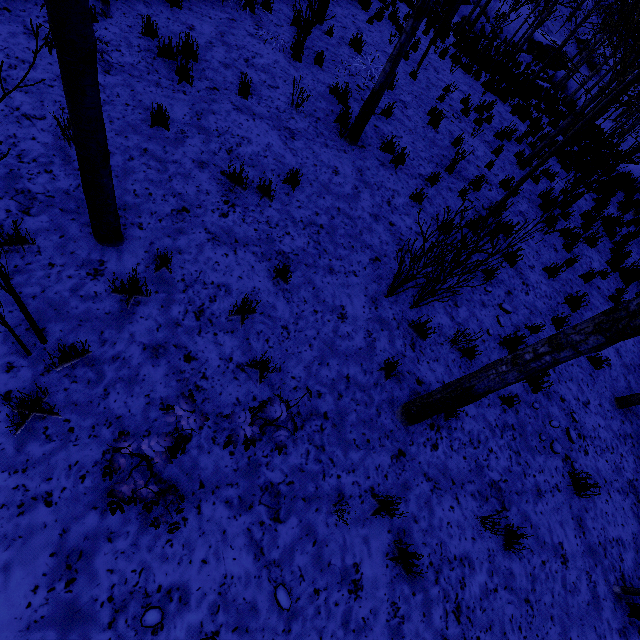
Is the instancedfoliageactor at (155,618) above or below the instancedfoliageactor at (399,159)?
below

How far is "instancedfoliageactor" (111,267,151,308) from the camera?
3.3 meters

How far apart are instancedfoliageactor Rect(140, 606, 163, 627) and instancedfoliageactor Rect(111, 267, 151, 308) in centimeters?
276cm

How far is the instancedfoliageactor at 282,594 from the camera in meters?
2.8

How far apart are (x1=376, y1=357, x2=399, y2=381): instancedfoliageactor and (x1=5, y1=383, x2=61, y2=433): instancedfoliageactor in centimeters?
257cm

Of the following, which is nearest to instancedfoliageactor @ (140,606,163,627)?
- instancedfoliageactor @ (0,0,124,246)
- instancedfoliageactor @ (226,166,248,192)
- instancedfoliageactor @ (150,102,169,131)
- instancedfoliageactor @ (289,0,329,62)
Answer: instancedfoliageactor @ (0,0,124,246)

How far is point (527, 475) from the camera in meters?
4.5 m

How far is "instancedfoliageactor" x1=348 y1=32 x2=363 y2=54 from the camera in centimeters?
887cm
